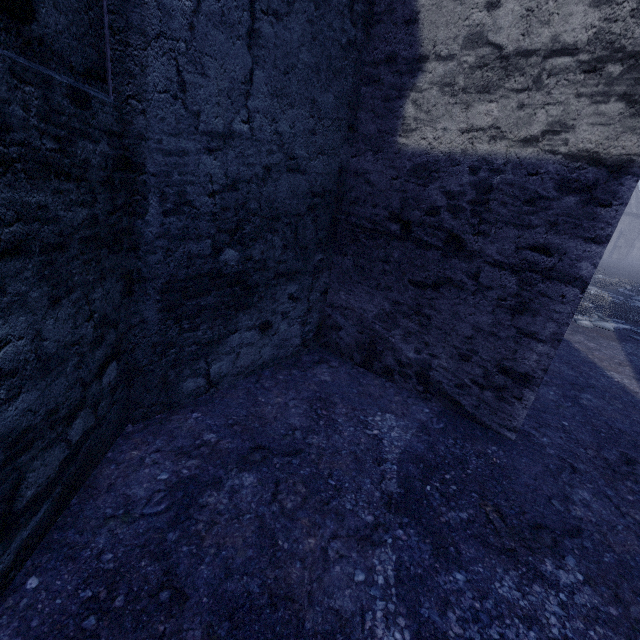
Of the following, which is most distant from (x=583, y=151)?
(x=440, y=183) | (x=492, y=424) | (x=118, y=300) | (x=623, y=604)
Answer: (x=118, y=300)

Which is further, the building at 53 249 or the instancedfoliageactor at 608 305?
the instancedfoliageactor at 608 305

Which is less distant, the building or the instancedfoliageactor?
the building
